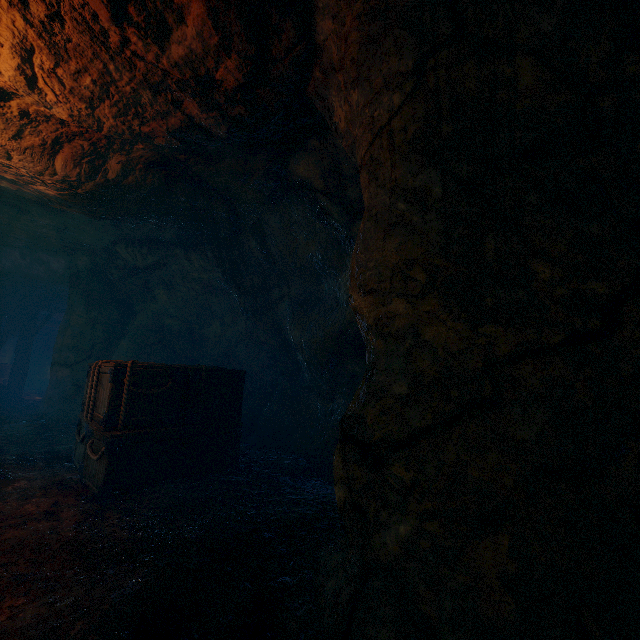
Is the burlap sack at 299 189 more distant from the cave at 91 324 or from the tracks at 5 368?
the tracks at 5 368

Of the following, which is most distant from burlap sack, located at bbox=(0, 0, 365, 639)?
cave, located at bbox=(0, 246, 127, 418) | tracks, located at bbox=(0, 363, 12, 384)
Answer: tracks, located at bbox=(0, 363, 12, 384)

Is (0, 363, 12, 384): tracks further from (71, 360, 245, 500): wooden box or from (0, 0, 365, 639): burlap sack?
(71, 360, 245, 500): wooden box

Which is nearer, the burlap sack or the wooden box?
the burlap sack

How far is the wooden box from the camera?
4.24m

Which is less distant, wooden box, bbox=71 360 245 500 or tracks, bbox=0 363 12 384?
wooden box, bbox=71 360 245 500

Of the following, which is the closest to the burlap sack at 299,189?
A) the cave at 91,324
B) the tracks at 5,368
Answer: the cave at 91,324

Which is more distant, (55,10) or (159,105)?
(159,105)
